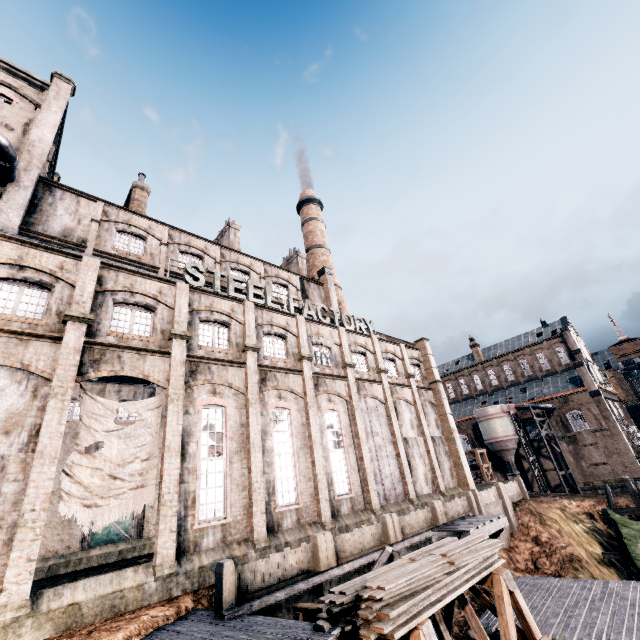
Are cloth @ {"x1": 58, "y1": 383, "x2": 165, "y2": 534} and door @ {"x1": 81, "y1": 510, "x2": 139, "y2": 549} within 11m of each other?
no

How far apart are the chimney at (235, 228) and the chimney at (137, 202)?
7.49m

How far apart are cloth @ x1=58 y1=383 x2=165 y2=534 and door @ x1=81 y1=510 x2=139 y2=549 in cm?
1883

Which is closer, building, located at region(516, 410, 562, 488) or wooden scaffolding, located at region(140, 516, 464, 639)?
wooden scaffolding, located at region(140, 516, 464, 639)

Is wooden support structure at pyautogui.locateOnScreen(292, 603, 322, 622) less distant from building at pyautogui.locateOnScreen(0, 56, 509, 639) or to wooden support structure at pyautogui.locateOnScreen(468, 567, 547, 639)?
wooden support structure at pyautogui.locateOnScreen(468, 567, 547, 639)

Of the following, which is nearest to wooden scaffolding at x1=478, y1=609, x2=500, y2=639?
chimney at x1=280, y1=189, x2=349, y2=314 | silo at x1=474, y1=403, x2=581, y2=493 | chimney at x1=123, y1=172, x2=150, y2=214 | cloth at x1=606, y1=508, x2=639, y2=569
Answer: cloth at x1=606, y1=508, x2=639, y2=569

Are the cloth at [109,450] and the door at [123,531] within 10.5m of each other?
no

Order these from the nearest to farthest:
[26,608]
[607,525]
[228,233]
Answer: [26,608]
[607,525]
[228,233]
